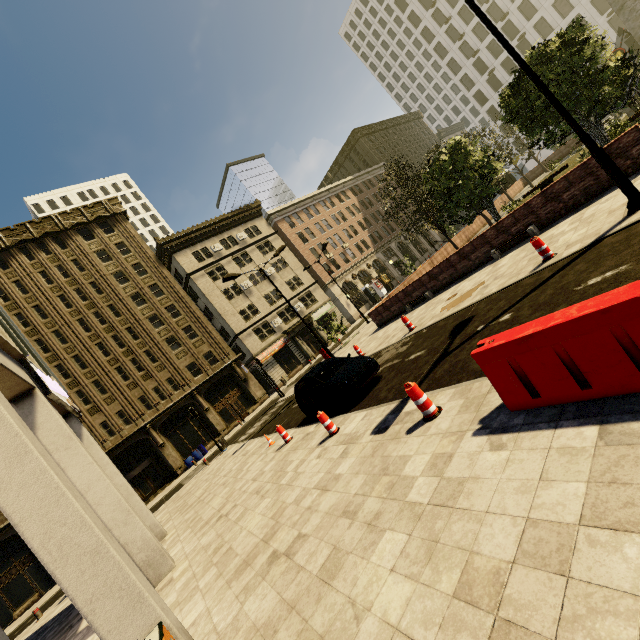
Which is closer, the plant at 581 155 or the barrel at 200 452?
the plant at 581 155

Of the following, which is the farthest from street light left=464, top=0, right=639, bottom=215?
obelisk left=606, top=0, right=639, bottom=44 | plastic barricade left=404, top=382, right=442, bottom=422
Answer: obelisk left=606, top=0, right=639, bottom=44

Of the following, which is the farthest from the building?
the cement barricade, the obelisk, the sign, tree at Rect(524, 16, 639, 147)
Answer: the obelisk

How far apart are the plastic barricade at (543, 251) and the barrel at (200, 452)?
30.7m

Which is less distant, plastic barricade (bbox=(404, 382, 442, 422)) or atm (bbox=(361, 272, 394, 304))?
plastic barricade (bbox=(404, 382, 442, 422))

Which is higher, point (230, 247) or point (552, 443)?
point (230, 247)

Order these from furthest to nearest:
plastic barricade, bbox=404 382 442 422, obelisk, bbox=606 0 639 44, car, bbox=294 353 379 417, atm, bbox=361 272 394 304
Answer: atm, bbox=361 272 394 304
obelisk, bbox=606 0 639 44
car, bbox=294 353 379 417
plastic barricade, bbox=404 382 442 422

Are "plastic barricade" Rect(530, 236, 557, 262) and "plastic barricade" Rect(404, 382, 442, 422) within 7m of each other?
yes
